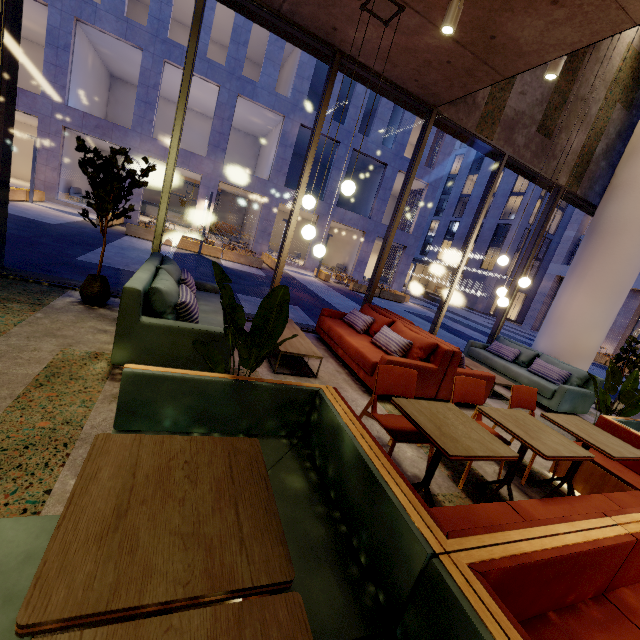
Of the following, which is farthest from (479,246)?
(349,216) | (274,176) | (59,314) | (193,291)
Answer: (59,314)

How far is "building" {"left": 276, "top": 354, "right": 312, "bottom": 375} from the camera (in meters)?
4.27

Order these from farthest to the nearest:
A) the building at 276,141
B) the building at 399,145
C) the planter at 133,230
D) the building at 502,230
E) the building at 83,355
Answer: the building at 502,230, the building at 399,145, the building at 276,141, the planter at 133,230, the building at 83,355

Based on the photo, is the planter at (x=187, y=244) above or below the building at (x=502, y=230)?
below

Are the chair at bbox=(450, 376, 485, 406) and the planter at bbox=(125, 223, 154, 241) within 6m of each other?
no

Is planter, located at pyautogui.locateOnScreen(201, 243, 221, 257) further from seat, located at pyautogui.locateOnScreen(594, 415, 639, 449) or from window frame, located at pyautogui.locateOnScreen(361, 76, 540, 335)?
seat, located at pyautogui.locateOnScreen(594, 415, 639, 449)

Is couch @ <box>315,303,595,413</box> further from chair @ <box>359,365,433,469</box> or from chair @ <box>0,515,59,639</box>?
chair @ <box>0,515,59,639</box>

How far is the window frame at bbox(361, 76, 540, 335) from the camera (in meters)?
5.80
